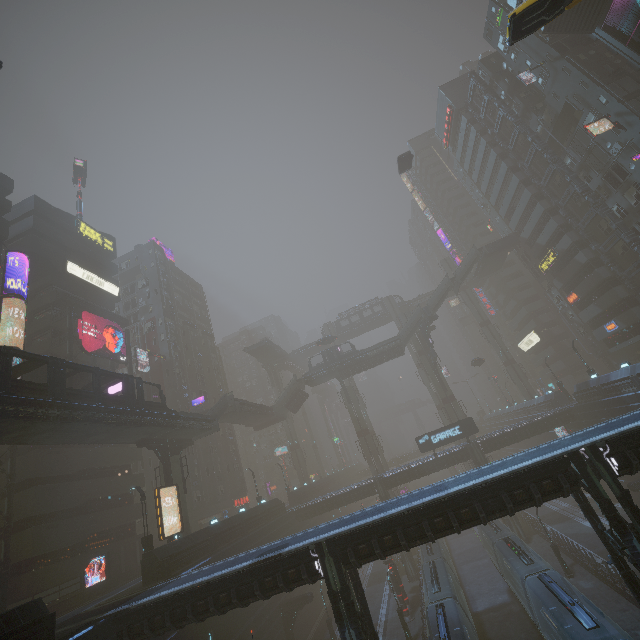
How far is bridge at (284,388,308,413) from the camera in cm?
5547

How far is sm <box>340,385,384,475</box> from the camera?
53.4m

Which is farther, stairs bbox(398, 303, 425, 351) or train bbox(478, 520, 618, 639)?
stairs bbox(398, 303, 425, 351)

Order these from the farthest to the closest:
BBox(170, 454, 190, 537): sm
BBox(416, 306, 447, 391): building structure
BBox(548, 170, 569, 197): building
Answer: BBox(416, 306, 447, 391): building structure, BBox(548, 170, 569, 197): building, BBox(170, 454, 190, 537): sm

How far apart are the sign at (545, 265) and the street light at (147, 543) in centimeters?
5700cm

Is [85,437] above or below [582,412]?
above

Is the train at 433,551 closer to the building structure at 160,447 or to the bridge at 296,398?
the building structure at 160,447

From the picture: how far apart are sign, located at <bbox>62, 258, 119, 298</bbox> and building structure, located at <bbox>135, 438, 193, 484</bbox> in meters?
22.7
